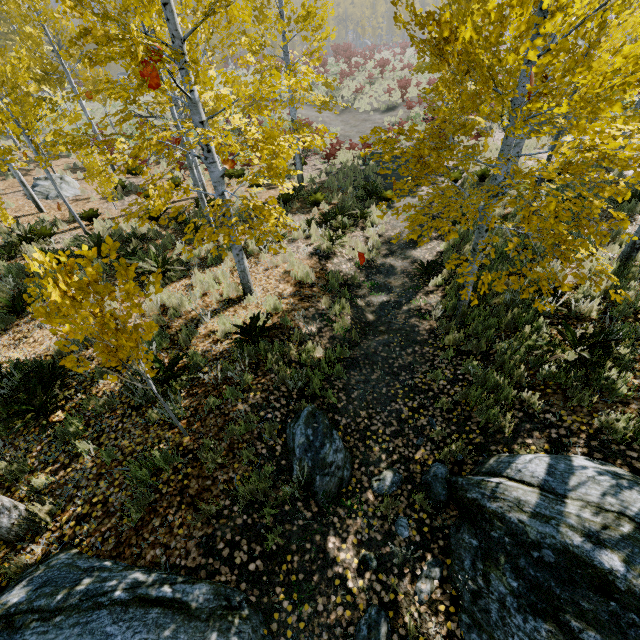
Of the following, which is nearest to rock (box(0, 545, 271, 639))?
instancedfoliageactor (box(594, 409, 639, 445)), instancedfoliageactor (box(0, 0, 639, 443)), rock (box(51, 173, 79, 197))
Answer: instancedfoliageactor (box(0, 0, 639, 443))

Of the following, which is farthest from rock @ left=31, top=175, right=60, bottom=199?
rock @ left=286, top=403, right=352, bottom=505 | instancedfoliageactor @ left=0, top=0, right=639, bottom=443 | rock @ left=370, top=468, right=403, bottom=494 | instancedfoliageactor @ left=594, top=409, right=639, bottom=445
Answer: instancedfoliageactor @ left=594, top=409, right=639, bottom=445

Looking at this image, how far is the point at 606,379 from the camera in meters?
4.1

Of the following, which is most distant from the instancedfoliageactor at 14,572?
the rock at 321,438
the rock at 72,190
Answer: the rock at 72,190

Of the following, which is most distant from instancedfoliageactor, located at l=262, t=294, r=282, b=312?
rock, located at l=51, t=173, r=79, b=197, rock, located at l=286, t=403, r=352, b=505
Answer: rock, located at l=51, t=173, r=79, b=197

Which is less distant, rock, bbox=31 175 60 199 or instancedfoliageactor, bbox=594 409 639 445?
instancedfoliageactor, bbox=594 409 639 445

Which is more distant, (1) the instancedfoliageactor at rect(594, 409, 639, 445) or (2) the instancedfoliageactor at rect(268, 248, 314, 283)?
(2) the instancedfoliageactor at rect(268, 248, 314, 283)

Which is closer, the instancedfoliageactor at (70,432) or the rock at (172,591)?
the rock at (172,591)
